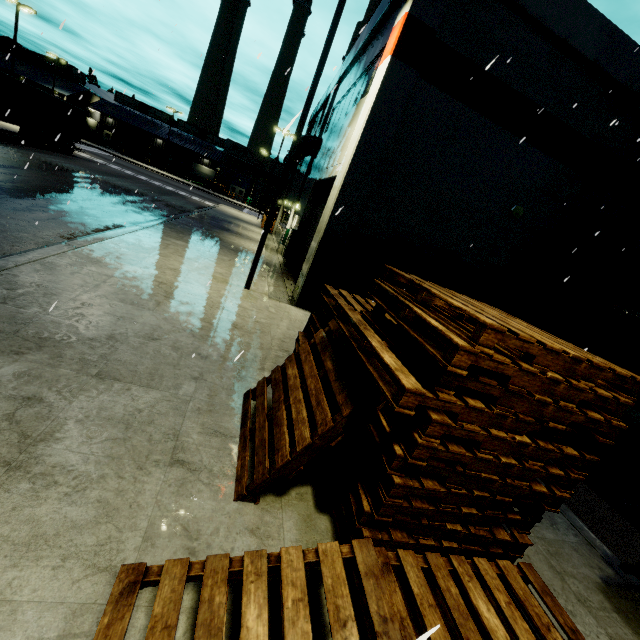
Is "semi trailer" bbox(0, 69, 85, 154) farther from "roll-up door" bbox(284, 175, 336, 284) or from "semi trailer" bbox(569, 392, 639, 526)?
"semi trailer" bbox(569, 392, 639, 526)

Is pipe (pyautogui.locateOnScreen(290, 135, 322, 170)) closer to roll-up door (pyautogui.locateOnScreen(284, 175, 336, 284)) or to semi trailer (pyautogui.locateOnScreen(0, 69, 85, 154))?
semi trailer (pyautogui.locateOnScreen(0, 69, 85, 154))

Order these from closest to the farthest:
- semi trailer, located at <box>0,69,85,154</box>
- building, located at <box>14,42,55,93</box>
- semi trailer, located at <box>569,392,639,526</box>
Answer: semi trailer, located at <box>569,392,639,526</box> → semi trailer, located at <box>0,69,85,154</box> → building, located at <box>14,42,55,93</box>

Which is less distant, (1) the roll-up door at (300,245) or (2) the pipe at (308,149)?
(1) the roll-up door at (300,245)

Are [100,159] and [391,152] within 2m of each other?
no

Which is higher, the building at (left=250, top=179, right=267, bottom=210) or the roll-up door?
the building at (left=250, top=179, right=267, bottom=210)

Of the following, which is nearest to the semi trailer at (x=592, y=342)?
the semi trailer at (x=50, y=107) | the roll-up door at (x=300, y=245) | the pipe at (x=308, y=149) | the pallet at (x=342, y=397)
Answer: the roll-up door at (x=300, y=245)

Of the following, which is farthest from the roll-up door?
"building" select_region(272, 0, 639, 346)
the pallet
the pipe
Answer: the pipe
